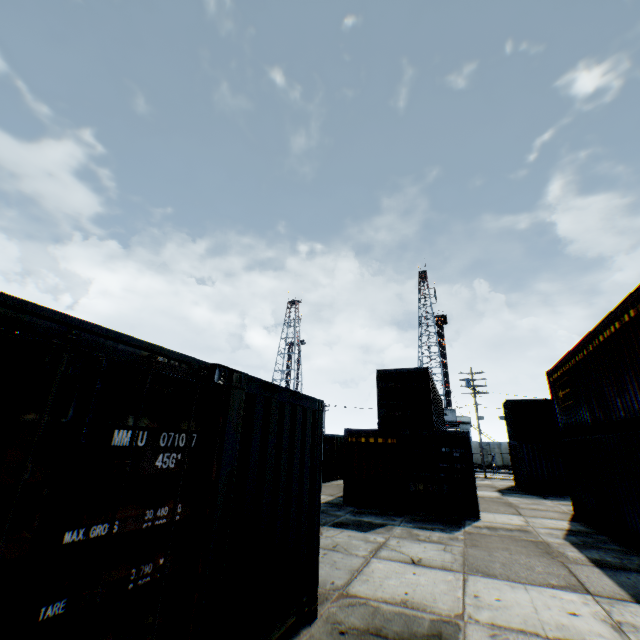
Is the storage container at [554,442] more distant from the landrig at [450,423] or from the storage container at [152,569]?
the landrig at [450,423]

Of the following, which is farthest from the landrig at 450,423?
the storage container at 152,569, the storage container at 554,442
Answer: the storage container at 152,569

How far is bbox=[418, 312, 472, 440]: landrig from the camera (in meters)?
48.55

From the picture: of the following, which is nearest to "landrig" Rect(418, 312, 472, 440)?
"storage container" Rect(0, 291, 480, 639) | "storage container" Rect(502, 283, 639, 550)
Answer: "storage container" Rect(502, 283, 639, 550)

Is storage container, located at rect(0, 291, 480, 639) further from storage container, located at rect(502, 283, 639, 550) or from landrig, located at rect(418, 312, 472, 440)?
landrig, located at rect(418, 312, 472, 440)

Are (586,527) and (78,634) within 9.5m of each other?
no

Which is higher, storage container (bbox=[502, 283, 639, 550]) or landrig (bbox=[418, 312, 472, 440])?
landrig (bbox=[418, 312, 472, 440])
